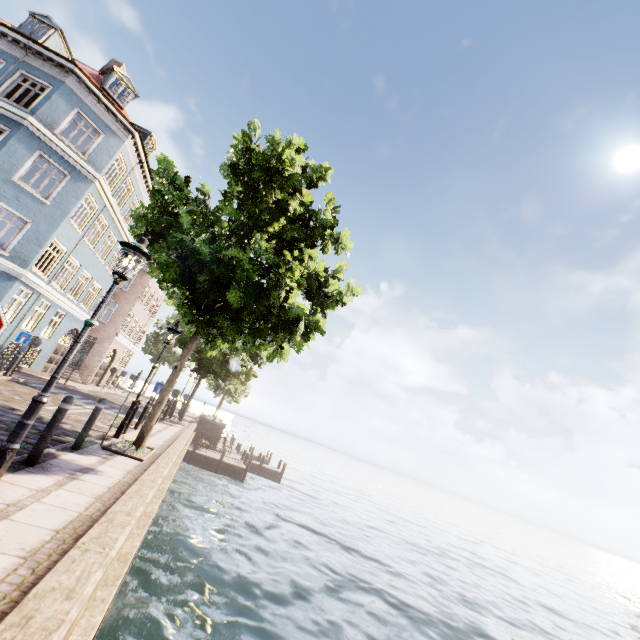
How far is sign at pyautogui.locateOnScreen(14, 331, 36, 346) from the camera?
13.5m

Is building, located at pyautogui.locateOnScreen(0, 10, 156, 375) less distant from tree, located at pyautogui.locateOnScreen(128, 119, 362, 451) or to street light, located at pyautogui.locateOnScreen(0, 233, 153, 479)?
tree, located at pyautogui.locateOnScreen(128, 119, 362, 451)

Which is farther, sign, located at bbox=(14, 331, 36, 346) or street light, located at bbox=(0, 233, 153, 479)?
sign, located at bbox=(14, 331, 36, 346)

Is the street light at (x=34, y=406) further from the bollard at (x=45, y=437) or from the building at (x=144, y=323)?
the building at (x=144, y=323)

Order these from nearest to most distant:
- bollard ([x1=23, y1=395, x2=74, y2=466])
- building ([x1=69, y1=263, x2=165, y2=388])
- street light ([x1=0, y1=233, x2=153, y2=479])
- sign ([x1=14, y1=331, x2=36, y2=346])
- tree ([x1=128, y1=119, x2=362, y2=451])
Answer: street light ([x1=0, y1=233, x2=153, y2=479])
bollard ([x1=23, y1=395, x2=74, y2=466])
tree ([x1=128, y1=119, x2=362, y2=451])
sign ([x1=14, y1=331, x2=36, y2=346])
building ([x1=69, y1=263, x2=165, y2=388])

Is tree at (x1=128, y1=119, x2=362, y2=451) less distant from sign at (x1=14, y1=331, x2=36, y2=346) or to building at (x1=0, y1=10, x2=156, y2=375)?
building at (x1=0, y1=10, x2=156, y2=375)

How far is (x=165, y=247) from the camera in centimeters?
742cm
